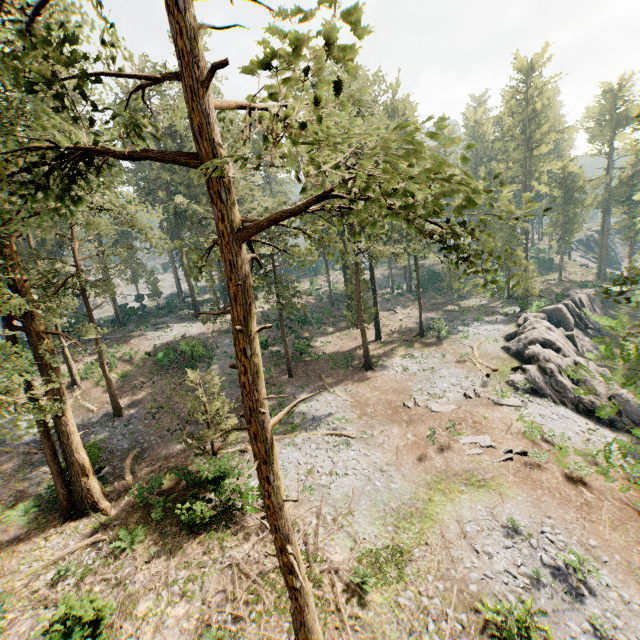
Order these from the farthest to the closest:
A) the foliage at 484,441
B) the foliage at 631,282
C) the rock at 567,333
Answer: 1. the rock at 567,333
2. the foliage at 484,441
3. the foliage at 631,282

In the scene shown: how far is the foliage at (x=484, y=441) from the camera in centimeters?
1923cm

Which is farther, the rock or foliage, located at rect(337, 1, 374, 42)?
the rock

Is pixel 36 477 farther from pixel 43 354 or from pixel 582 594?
pixel 582 594

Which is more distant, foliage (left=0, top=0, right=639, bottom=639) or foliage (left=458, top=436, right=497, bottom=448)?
foliage (left=458, top=436, right=497, bottom=448)

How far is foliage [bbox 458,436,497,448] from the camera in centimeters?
1923cm
